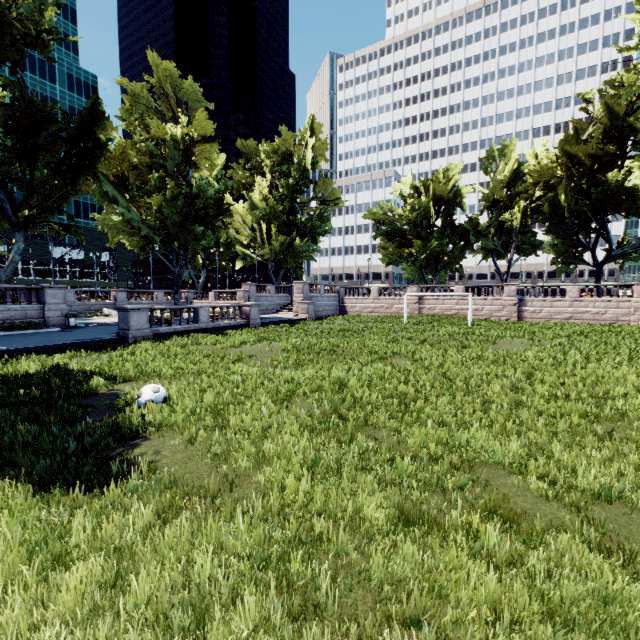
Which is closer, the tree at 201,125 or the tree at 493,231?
the tree at 201,125

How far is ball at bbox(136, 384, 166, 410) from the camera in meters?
7.6

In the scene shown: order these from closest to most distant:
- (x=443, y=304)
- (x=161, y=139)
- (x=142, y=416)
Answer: (x=142, y=416) → (x=161, y=139) → (x=443, y=304)

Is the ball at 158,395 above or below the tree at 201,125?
below

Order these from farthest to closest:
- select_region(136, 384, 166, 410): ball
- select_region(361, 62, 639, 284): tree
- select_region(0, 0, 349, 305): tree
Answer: select_region(361, 62, 639, 284): tree, select_region(0, 0, 349, 305): tree, select_region(136, 384, 166, 410): ball

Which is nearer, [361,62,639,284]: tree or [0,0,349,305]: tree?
[0,0,349,305]: tree

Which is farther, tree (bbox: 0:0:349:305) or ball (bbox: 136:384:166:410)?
tree (bbox: 0:0:349:305)
